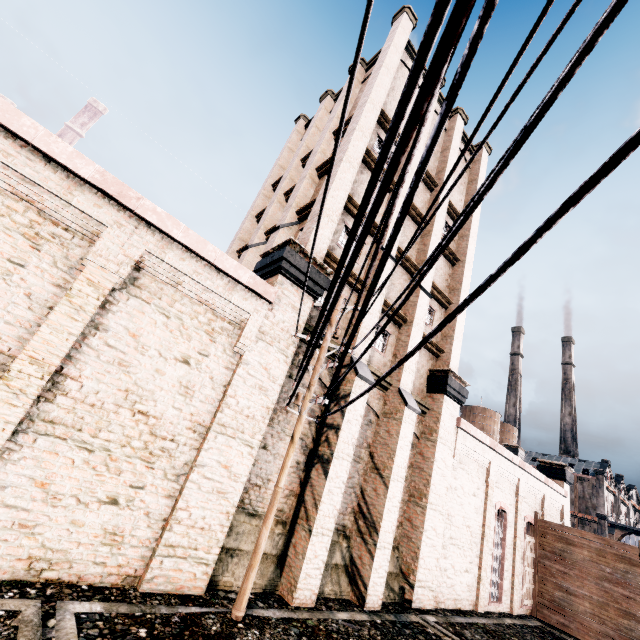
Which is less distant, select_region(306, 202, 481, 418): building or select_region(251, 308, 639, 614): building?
select_region(251, 308, 639, 614): building

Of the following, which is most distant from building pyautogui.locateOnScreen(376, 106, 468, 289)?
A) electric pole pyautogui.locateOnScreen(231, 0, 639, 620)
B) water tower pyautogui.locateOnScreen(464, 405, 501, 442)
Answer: water tower pyautogui.locateOnScreen(464, 405, 501, 442)

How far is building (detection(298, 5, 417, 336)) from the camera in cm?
1205

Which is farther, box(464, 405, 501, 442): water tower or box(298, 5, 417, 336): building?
box(464, 405, 501, 442): water tower

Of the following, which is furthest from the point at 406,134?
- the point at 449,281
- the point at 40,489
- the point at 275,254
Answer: the point at 449,281

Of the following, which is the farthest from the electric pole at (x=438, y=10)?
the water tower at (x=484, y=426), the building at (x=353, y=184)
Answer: the water tower at (x=484, y=426)
